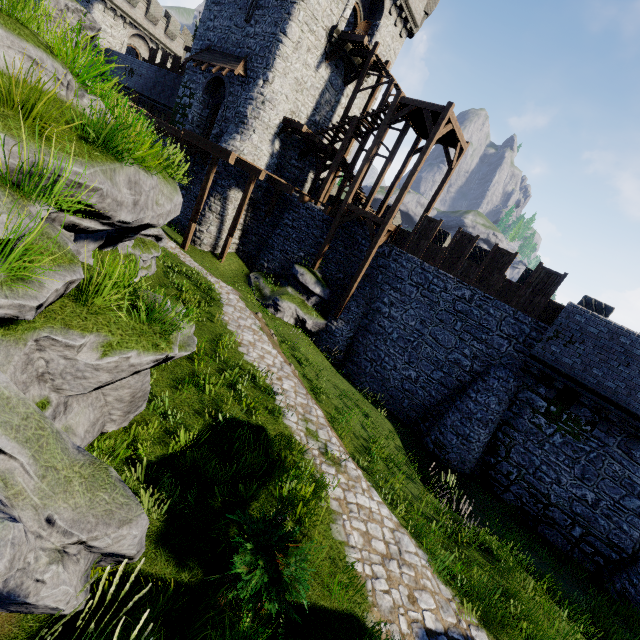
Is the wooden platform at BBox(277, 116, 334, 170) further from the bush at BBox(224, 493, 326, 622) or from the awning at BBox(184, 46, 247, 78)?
the bush at BBox(224, 493, 326, 622)

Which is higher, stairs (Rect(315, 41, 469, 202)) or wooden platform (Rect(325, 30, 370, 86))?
wooden platform (Rect(325, 30, 370, 86))

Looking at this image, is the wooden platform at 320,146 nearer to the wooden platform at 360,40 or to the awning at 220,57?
the awning at 220,57

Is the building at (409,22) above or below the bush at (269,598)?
above

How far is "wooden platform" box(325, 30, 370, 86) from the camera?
19.0m

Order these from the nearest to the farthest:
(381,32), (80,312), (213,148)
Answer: (80,312) < (213,148) < (381,32)

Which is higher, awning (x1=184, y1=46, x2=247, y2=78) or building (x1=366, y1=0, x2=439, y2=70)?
building (x1=366, y1=0, x2=439, y2=70)

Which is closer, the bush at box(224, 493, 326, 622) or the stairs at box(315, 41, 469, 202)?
the bush at box(224, 493, 326, 622)
